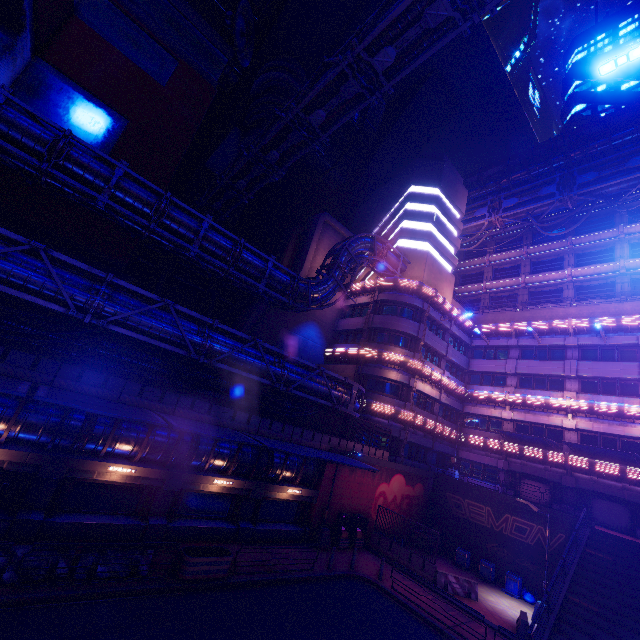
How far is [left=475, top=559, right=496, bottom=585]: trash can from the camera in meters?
22.9

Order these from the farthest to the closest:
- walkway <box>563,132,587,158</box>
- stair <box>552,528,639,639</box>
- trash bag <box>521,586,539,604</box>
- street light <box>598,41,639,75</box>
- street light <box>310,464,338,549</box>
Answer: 1. walkway <box>563,132,587,158</box>
2. trash bag <box>521,586,539,604</box>
3. street light <box>310,464,338,549</box>
4. stair <box>552,528,639,639</box>
5. street light <box>598,41,639,75</box>

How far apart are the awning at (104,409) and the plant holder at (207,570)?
4.5m

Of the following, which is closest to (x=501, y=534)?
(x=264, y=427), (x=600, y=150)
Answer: (x=264, y=427)

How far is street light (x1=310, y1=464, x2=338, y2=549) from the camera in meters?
20.4

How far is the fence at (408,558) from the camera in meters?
19.1

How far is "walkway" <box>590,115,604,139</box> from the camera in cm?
3594

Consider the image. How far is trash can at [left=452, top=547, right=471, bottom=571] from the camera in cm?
2430
